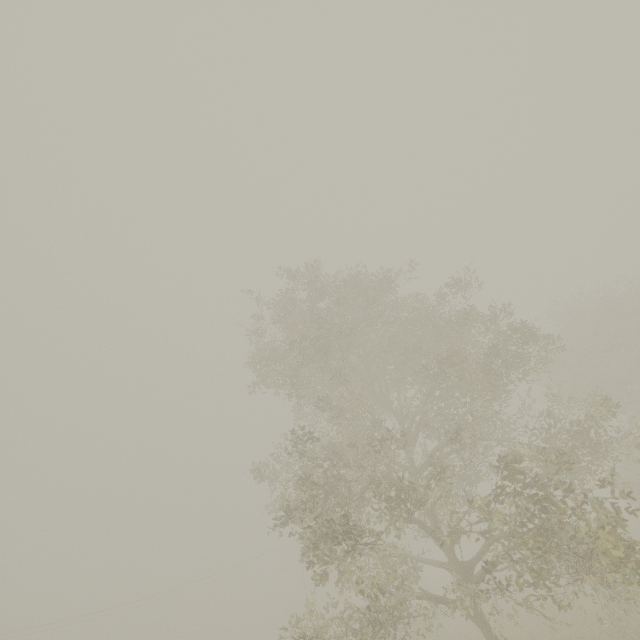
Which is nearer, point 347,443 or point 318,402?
point 318,402
